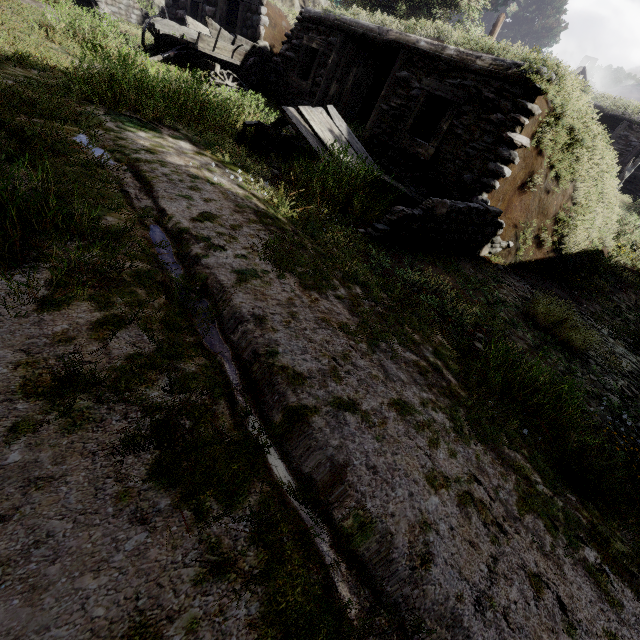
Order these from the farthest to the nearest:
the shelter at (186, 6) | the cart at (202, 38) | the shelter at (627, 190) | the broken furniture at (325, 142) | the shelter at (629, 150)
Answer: the shelter at (629, 150)
the shelter at (627, 190)
the cart at (202, 38)
the shelter at (186, 6)
the broken furniture at (325, 142)

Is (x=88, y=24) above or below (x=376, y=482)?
above

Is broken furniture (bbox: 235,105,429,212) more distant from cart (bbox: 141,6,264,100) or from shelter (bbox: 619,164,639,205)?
shelter (bbox: 619,164,639,205)

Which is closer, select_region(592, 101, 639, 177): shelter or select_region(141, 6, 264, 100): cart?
select_region(141, 6, 264, 100): cart

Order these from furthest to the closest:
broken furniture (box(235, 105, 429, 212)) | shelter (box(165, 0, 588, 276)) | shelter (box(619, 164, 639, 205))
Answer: shelter (box(619, 164, 639, 205)), shelter (box(165, 0, 588, 276)), broken furniture (box(235, 105, 429, 212))

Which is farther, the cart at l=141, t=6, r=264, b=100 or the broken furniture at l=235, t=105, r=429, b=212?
the cart at l=141, t=6, r=264, b=100

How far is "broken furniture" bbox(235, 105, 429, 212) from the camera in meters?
5.1 m

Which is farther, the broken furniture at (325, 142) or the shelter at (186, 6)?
the shelter at (186, 6)
